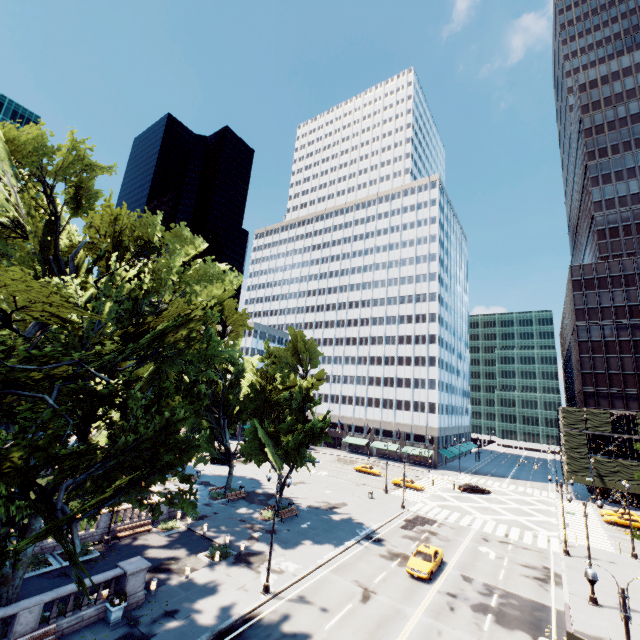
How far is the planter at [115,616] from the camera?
17.48m

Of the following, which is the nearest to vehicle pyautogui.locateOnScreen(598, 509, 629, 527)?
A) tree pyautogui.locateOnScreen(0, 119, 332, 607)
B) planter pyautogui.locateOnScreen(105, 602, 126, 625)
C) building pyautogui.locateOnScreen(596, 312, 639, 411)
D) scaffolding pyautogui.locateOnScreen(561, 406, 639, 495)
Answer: scaffolding pyautogui.locateOnScreen(561, 406, 639, 495)

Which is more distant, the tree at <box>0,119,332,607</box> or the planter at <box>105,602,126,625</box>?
the planter at <box>105,602,126,625</box>

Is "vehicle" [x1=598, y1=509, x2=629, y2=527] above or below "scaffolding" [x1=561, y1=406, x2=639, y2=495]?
below

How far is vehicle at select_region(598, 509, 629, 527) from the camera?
43.1m

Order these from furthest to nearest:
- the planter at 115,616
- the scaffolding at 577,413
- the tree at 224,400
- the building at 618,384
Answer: the building at 618,384 < the scaffolding at 577,413 < the planter at 115,616 < the tree at 224,400

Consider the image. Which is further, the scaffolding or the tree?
the scaffolding

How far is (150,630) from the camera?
17.33m
